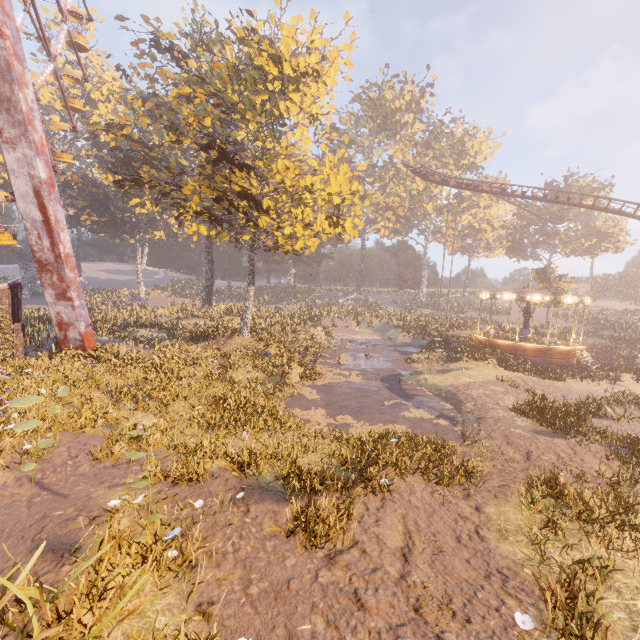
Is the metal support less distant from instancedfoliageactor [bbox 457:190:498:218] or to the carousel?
instancedfoliageactor [bbox 457:190:498:218]

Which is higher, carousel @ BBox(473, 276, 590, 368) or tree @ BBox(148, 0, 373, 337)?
tree @ BBox(148, 0, 373, 337)

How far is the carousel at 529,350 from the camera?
23.38m

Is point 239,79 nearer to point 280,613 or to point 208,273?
point 280,613

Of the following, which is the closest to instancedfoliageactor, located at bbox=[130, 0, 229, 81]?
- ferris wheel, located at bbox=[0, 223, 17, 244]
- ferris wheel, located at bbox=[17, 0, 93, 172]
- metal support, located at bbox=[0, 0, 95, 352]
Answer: ferris wheel, located at bbox=[17, 0, 93, 172]

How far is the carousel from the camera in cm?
2338

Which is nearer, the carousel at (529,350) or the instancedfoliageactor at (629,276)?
the carousel at (529,350)

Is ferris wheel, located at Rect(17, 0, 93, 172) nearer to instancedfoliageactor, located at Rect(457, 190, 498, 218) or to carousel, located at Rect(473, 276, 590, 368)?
instancedfoliageactor, located at Rect(457, 190, 498, 218)
